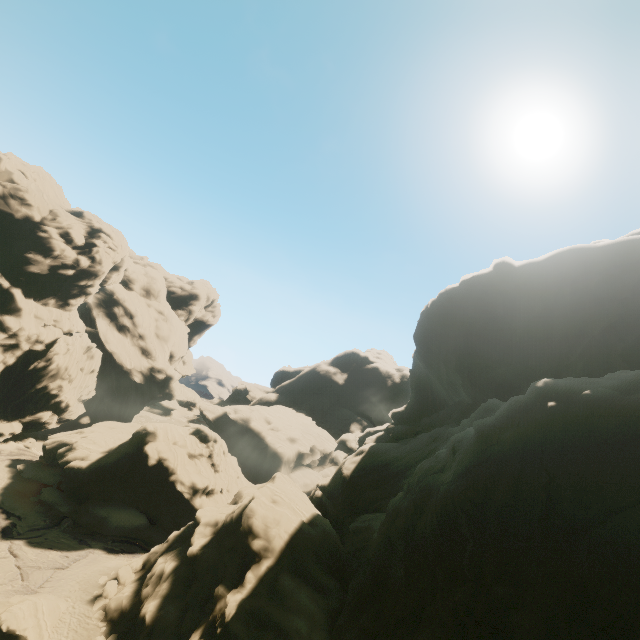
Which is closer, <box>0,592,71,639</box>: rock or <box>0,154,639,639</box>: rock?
<box>0,154,639,639</box>: rock

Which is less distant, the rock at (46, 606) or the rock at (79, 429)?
the rock at (79, 429)

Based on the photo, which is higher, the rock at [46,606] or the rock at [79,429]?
the rock at [79,429]

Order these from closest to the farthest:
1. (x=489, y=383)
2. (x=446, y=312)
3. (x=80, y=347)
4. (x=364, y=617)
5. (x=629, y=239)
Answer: (x=364, y=617)
(x=629, y=239)
(x=489, y=383)
(x=446, y=312)
(x=80, y=347)

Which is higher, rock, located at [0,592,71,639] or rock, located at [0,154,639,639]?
rock, located at [0,154,639,639]
